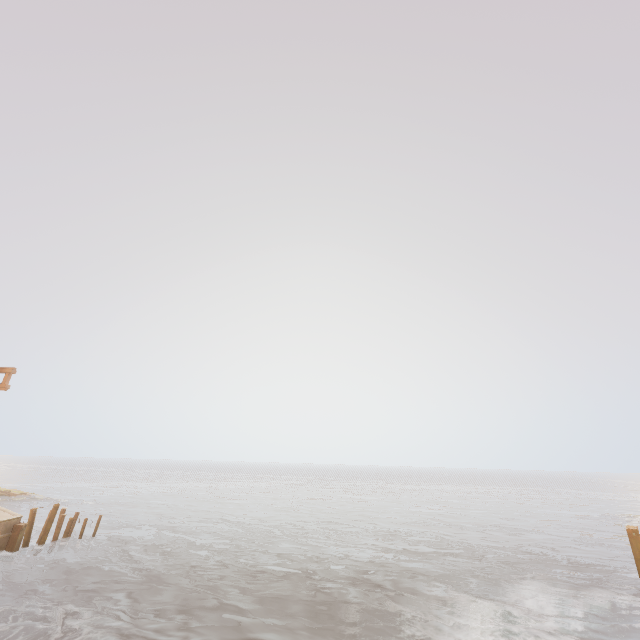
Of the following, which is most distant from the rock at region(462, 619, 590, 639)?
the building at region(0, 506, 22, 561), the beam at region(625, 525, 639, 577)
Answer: the building at region(0, 506, 22, 561)

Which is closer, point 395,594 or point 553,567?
point 395,594

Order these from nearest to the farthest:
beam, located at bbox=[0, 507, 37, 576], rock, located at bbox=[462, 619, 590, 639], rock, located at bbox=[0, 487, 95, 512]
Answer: rock, located at bbox=[462, 619, 590, 639], beam, located at bbox=[0, 507, 37, 576], rock, located at bbox=[0, 487, 95, 512]

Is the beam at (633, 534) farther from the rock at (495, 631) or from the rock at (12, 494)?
the rock at (12, 494)

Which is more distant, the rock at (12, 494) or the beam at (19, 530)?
the rock at (12, 494)

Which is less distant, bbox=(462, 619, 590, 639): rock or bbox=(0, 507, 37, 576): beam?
bbox=(462, 619, 590, 639): rock

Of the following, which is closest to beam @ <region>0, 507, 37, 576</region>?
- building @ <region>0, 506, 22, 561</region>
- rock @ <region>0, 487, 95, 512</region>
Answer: building @ <region>0, 506, 22, 561</region>

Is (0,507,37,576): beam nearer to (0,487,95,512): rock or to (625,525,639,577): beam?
(0,487,95,512): rock
